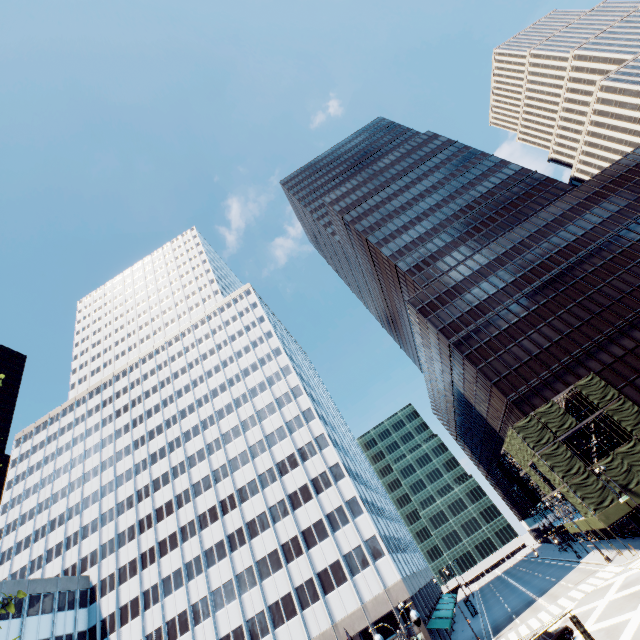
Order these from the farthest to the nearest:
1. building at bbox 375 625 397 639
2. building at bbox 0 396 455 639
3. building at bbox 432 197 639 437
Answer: building at bbox 432 197 639 437 → building at bbox 0 396 455 639 → building at bbox 375 625 397 639

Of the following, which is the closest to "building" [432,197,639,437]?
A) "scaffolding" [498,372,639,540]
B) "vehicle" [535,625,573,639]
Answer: "scaffolding" [498,372,639,540]

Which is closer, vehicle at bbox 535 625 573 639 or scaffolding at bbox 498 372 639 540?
vehicle at bbox 535 625 573 639

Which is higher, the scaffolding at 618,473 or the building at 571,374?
the building at 571,374

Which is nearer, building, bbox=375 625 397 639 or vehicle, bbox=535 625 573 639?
vehicle, bbox=535 625 573 639

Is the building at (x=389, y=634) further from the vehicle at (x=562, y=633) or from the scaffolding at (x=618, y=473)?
the scaffolding at (x=618, y=473)

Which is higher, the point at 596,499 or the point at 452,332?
the point at 452,332
